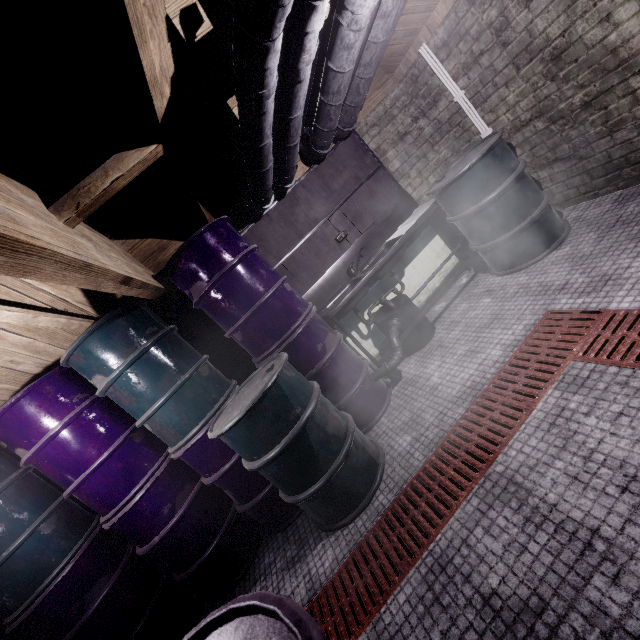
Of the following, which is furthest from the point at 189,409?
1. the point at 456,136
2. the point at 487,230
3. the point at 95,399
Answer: the point at 456,136

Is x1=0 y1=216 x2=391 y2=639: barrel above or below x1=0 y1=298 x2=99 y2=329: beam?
below

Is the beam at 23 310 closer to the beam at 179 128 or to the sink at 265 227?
the beam at 179 128

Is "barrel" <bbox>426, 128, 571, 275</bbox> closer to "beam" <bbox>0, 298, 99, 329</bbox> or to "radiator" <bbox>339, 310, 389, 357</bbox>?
"radiator" <bbox>339, 310, 389, 357</bbox>

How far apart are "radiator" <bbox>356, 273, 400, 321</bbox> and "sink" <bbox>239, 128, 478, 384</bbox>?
0.0m

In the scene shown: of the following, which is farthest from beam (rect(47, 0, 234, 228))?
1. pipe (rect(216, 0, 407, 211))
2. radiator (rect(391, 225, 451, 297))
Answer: radiator (rect(391, 225, 451, 297))

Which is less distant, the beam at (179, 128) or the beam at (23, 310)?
the beam at (179, 128)

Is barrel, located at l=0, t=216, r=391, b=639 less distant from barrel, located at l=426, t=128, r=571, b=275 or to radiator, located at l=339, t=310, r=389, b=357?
radiator, located at l=339, t=310, r=389, b=357
